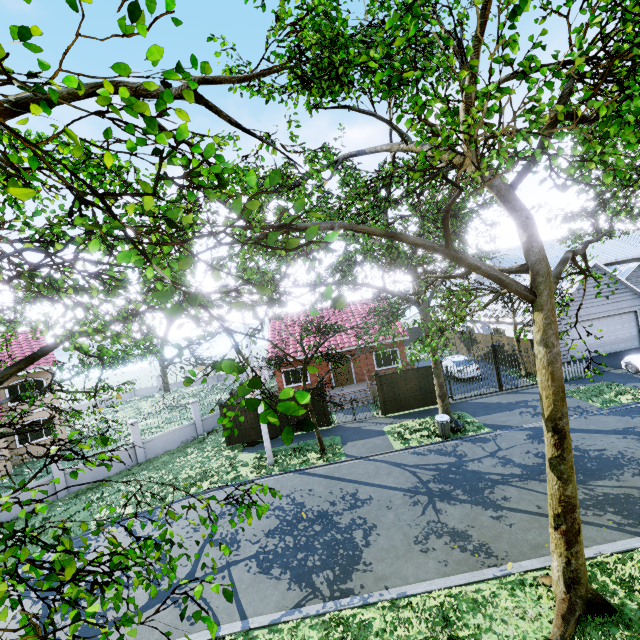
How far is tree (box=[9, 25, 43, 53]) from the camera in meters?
2.6 m

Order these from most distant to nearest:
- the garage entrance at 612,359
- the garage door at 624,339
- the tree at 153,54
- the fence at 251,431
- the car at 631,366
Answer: the garage door at 624,339 → the garage entrance at 612,359 → the fence at 251,431 → the car at 631,366 → the tree at 153,54

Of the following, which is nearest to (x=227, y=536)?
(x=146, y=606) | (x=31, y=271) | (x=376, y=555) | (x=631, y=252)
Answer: (x=146, y=606)

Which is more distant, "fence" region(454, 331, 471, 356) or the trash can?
"fence" region(454, 331, 471, 356)

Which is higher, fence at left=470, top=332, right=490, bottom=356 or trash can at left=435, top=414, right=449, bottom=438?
fence at left=470, top=332, right=490, bottom=356

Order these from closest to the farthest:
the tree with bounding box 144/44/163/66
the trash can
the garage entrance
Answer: the tree with bounding box 144/44/163/66 < the trash can < the garage entrance

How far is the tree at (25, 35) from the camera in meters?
2.6
